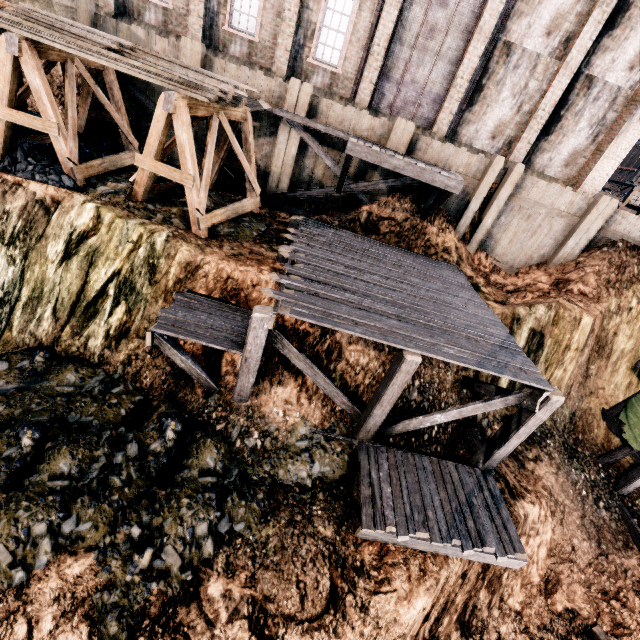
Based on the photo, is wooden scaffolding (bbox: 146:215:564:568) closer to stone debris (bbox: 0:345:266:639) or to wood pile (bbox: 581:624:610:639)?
stone debris (bbox: 0:345:266:639)

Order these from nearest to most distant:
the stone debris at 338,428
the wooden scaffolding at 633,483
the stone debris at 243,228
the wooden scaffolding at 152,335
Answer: the wooden scaffolding at 152,335 < the stone debris at 338,428 < the stone debris at 243,228 < the wooden scaffolding at 633,483

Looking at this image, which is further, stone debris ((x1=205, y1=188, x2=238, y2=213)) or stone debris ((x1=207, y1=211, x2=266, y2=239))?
stone debris ((x1=205, y1=188, x2=238, y2=213))

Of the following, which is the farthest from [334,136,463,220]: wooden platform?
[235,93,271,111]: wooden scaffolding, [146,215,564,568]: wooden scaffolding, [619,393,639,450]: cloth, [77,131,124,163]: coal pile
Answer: [619,393,639,450]: cloth

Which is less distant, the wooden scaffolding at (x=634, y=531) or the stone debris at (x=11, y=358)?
the stone debris at (x=11, y=358)

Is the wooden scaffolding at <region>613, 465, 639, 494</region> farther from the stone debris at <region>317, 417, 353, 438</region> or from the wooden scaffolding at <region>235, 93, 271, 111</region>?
the stone debris at <region>317, 417, 353, 438</region>

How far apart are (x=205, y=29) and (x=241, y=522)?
22.1m

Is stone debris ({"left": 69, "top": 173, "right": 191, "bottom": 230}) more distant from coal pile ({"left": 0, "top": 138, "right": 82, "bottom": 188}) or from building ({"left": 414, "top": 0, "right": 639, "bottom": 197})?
building ({"left": 414, "top": 0, "right": 639, "bottom": 197})
